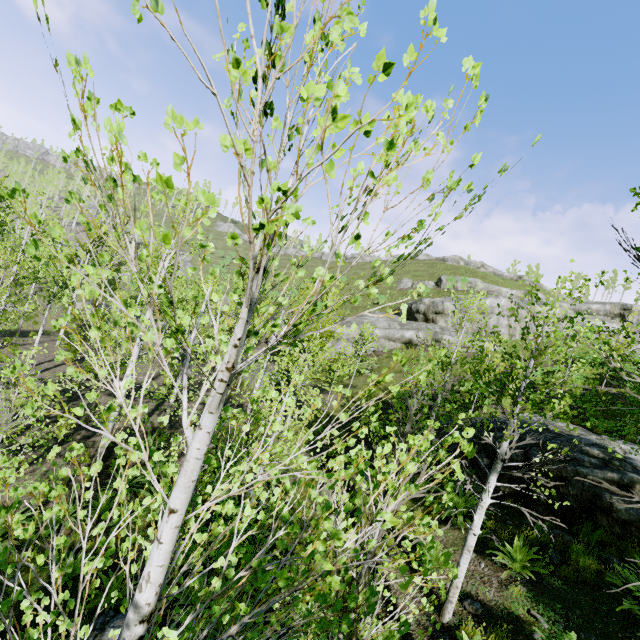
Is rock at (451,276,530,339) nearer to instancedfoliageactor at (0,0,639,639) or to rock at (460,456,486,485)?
rock at (460,456,486,485)

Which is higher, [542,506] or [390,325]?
[390,325]

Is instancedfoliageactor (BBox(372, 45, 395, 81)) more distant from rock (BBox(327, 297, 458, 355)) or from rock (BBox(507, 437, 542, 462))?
rock (BBox(327, 297, 458, 355))

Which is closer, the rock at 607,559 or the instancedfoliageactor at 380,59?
the instancedfoliageactor at 380,59

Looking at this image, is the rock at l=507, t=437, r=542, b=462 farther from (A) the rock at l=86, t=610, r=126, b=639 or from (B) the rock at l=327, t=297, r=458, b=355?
(B) the rock at l=327, t=297, r=458, b=355

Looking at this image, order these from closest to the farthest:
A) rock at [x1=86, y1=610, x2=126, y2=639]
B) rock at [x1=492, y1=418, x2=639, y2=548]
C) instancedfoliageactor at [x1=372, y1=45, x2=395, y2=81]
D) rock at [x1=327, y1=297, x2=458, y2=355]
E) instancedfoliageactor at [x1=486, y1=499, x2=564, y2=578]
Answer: instancedfoliageactor at [x1=372, y1=45, x2=395, y2=81]
rock at [x1=86, y1=610, x2=126, y2=639]
instancedfoliageactor at [x1=486, y1=499, x2=564, y2=578]
rock at [x1=492, y1=418, x2=639, y2=548]
rock at [x1=327, y1=297, x2=458, y2=355]

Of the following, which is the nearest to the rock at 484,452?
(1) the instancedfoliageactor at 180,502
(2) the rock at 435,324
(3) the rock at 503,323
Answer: (1) the instancedfoliageactor at 180,502

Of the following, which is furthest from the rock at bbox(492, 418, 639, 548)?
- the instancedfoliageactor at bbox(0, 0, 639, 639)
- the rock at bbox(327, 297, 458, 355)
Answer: the rock at bbox(327, 297, 458, 355)
